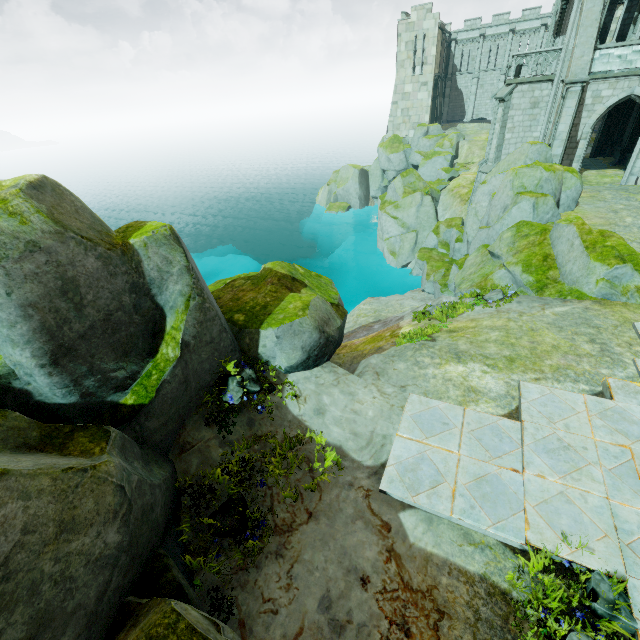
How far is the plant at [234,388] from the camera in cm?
597

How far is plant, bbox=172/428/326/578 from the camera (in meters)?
4.83

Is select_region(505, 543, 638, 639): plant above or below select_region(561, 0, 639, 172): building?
below

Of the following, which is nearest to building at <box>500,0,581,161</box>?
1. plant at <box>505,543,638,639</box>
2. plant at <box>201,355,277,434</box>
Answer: plant at <box>505,543,638,639</box>

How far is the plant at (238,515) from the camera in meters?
4.8 m

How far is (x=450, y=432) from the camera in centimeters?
626cm

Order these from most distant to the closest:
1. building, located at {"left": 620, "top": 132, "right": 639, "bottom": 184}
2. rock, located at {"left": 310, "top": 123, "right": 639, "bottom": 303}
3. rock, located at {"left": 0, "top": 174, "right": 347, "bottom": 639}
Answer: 1. building, located at {"left": 620, "top": 132, "right": 639, "bottom": 184}
2. rock, located at {"left": 310, "top": 123, "right": 639, "bottom": 303}
3. rock, located at {"left": 0, "top": 174, "right": 347, "bottom": 639}

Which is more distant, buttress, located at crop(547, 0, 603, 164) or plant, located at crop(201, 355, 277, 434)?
buttress, located at crop(547, 0, 603, 164)
